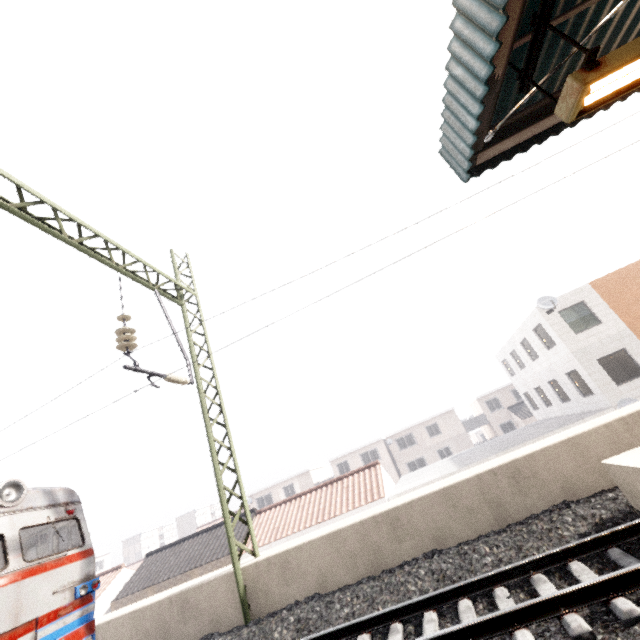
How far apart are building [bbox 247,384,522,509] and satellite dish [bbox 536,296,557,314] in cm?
2591

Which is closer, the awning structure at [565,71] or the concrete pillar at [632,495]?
the awning structure at [565,71]

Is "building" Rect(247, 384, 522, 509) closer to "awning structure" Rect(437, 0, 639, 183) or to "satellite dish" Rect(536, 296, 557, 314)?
"satellite dish" Rect(536, 296, 557, 314)

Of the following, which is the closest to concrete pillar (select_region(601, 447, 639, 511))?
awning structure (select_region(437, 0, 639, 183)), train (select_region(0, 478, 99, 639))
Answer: awning structure (select_region(437, 0, 639, 183))

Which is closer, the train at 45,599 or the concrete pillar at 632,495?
the concrete pillar at 632,495

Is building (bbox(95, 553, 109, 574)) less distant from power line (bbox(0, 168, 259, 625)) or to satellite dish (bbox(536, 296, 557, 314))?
power line (bbox(0, 168, 259, 625))

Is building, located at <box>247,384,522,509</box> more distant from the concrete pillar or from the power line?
the concrete pillar

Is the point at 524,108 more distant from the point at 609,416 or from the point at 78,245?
the point at 78,245
